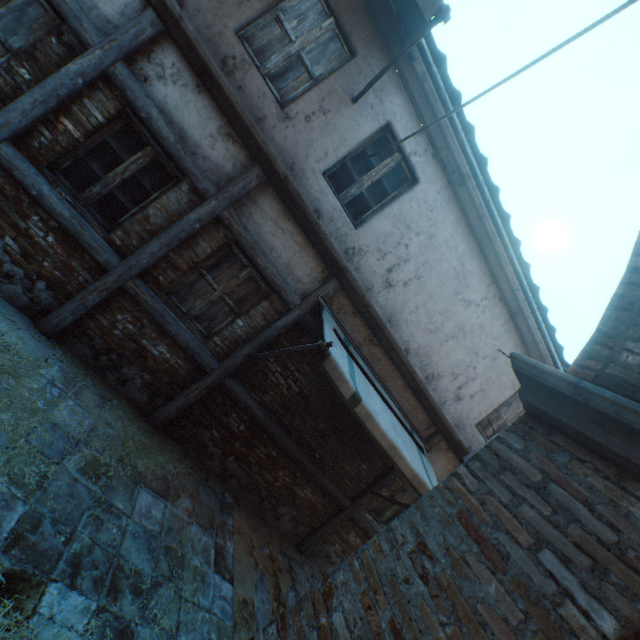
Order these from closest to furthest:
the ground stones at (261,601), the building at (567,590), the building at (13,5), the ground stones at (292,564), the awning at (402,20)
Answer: the building at (567,590) → the awning at (402,20) → the building at (13,5) → the ground stones at (261,601) → the ground stones at (292,564)

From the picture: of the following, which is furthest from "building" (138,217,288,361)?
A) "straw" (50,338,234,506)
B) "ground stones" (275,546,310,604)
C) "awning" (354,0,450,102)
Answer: "ground stones" (275,546,310,604)

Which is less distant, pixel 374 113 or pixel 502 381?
pixel 374 113

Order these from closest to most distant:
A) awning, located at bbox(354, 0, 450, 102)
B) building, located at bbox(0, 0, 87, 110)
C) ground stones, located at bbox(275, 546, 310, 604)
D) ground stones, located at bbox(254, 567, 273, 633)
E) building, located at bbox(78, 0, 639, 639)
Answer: building, located at bbox(78, 0, 639, 639) → awning, located at bbox(354, 0, 450, 102) → building, located at bbox(0, 0, 87, 110) → ground stones, located at bbox(254, 567, 273, 633) → ground stones, located at bbox(275, 546, 310, 604)

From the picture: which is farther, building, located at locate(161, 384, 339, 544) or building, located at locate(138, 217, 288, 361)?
building, located at locate(161, 384, 339, 544)

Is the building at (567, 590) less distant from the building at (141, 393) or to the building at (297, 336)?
the building at (297, 336)

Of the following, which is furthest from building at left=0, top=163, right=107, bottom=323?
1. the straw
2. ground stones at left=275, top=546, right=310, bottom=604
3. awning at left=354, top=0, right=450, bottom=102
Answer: ground stones at left=275, top=546, right=310, bottom=604

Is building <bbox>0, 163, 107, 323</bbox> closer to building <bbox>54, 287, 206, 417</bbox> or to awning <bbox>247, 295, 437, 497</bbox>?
building <bbox>54, 287, 206, 417</bbox>
